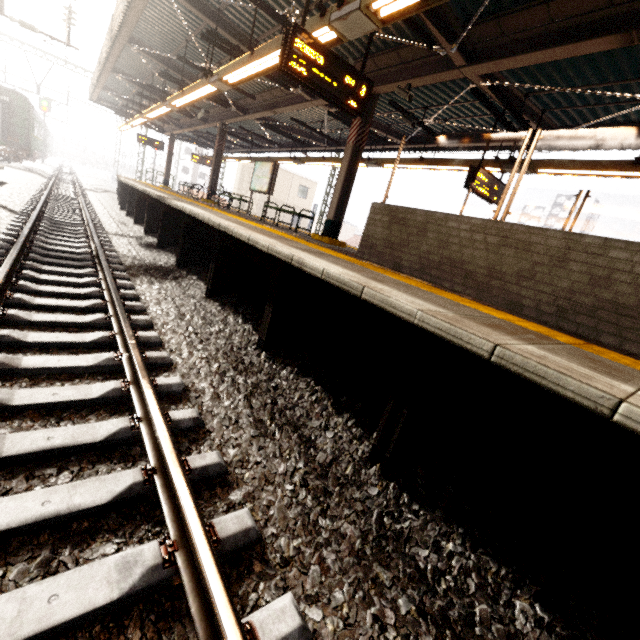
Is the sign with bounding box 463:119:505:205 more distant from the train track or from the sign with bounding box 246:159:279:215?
the sign with bounding box 246:159:279:215

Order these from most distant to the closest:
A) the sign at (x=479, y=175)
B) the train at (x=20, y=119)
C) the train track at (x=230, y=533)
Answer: the train at (x=20, y=119), the sign at (x=479, y=175), the train track at (x=230, y=533)

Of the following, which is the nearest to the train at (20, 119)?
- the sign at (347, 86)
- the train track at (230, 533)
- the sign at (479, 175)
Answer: the train track at (230, 533)

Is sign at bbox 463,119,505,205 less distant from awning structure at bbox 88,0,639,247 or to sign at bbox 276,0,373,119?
awning structure at bbox 88,0,639,247

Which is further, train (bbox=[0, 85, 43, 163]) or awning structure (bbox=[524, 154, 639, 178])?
train (bbox=[0, 85, 43, 163])

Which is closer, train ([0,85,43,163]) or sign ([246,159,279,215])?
sign ([246,159,279,215])

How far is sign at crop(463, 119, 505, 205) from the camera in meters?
7.5 m

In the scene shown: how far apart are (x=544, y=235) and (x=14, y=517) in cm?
489
